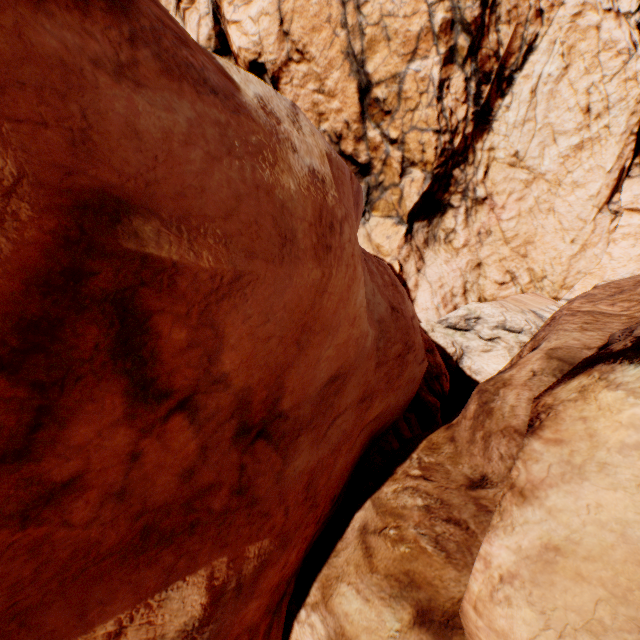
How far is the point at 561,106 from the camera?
20.0m
